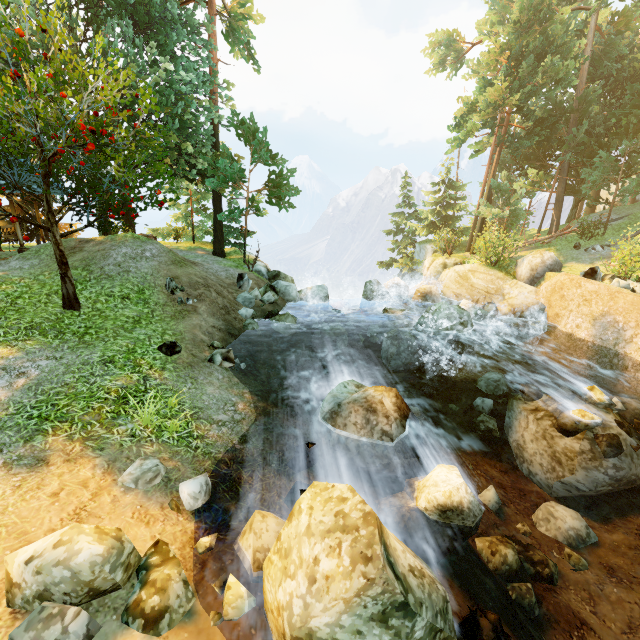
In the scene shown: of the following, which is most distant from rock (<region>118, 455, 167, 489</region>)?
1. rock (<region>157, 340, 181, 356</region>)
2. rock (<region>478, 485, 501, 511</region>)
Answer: rock (<region>478, 485, 501, 511</region>)

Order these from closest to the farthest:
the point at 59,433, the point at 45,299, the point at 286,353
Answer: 1. the point at 59,433
2. the point at 45,299
3. the point at 286,353

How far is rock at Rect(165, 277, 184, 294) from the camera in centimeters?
1113cm

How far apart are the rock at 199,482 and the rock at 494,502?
6.1m

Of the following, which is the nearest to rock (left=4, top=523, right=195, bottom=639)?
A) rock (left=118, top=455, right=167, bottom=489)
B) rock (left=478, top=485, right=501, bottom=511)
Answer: rock (left=118, top=455, right=167, bottom=489)

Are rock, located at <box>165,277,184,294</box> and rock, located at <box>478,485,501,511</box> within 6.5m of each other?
no

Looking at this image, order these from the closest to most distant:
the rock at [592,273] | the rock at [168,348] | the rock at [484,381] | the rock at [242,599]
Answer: the rock at [242,599] < the rock at [168,348] < the rock at [484,381] < the rock at [592,273]

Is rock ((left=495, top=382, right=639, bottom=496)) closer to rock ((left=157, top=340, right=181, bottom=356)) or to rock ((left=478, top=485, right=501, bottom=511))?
rock ((left=478, top=485, right=501, bottom=511))
